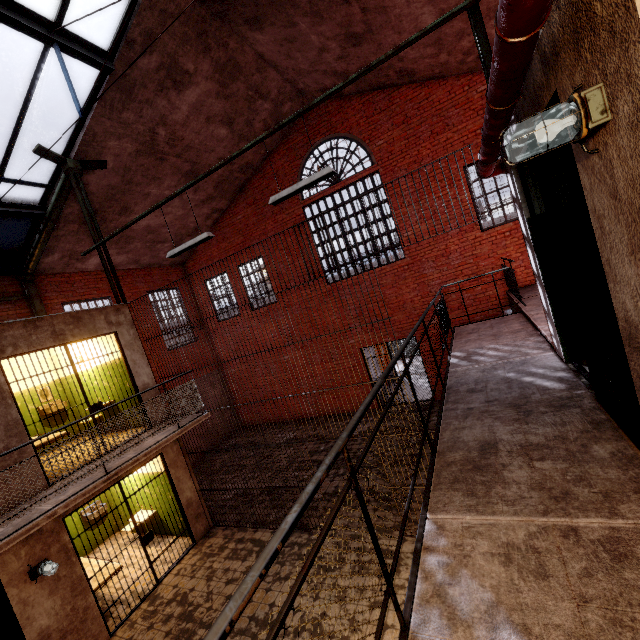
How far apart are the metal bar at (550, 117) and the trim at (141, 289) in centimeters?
1204cm

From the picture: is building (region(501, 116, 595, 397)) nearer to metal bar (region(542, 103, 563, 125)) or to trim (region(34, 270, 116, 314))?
metal bar (region(542, 103, 563, 125))

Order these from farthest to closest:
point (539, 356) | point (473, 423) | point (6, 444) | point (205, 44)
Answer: point (205, 44)
point (6, 444)
point (539, 356)
point (473, 423)

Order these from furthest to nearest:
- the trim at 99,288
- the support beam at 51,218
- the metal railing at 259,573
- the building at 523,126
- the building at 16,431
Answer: the trim at 99,288, the building at 16,431, the support beam at 51,218, the building at 523,126, the metal railing at 259,573

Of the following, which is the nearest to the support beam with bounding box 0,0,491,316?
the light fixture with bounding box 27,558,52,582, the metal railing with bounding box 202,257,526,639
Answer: the metal railing with bounding box 202,257,526,639

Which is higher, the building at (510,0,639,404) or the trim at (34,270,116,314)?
the trim at (34,270,116,314)

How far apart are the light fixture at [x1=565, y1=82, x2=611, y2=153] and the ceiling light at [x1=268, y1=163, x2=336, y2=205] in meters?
3.5 m

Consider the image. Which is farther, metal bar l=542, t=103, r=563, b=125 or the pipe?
metal bar l=542, t=103, r=563, b=125
